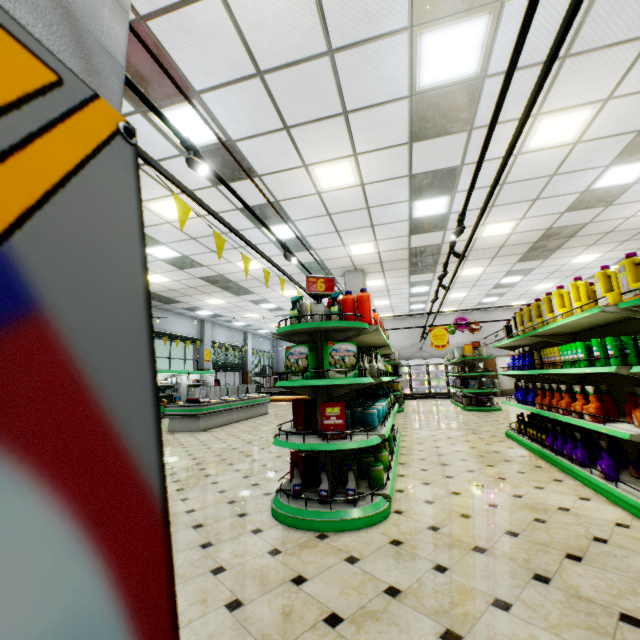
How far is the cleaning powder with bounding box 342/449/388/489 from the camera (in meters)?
3.45

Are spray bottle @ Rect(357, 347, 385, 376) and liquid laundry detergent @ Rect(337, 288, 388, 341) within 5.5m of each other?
yes

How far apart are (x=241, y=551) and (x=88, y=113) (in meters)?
3.10

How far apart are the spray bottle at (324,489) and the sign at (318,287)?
1.7m

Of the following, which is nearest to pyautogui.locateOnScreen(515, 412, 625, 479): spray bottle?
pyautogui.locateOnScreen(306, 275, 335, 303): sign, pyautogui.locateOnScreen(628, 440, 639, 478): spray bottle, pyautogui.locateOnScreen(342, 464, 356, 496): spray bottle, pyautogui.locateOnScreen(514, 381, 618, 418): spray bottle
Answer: pyautogui.locateOnScreen(514, 381, 618, 418): spray bottle

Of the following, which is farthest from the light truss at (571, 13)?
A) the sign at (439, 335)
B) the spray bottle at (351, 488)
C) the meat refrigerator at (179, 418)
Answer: the meat refrigerator at (179, 418)

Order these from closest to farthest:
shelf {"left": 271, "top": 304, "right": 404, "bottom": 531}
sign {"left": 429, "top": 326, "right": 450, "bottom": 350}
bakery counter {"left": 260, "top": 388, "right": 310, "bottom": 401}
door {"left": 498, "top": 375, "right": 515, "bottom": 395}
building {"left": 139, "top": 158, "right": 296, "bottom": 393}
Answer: shelf {"left": 271, "top": 304, "right": 404, "bottom": 531} < building {"left": 139, "top": 158, "right": 296, "bottom": 393} < sign {"left": 429, "top": 326, "right": 450, "bottom": 350} < door {"left": 498, "top": 375, "right": 515, "bottom": 395} < bakery counter {"left": 260, "top": 388, "right": 310, "bottom": 401}

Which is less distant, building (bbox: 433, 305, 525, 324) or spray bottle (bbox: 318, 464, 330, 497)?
spray bottle (bbox: 318, 464, 330, 497)
